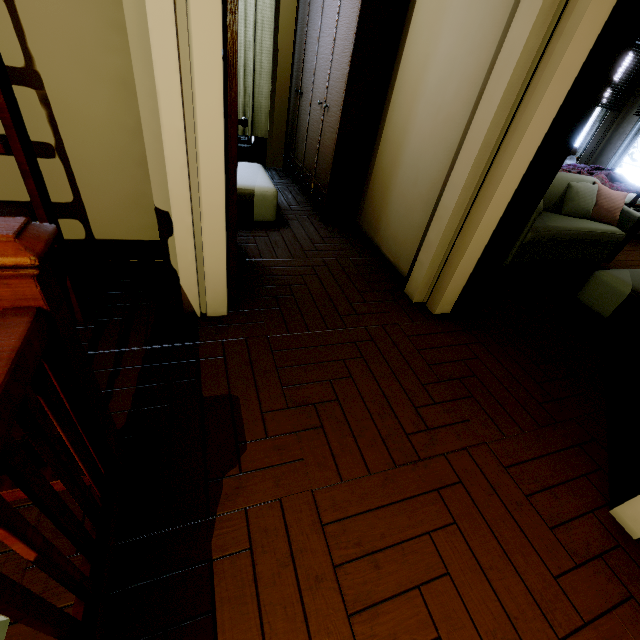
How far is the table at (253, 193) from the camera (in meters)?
3.13

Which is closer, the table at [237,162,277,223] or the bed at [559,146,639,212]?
the table at [237,162,277,223]

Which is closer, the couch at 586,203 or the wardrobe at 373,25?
the wardrobe at 373,25

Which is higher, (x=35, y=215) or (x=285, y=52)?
(x=285, y=52)

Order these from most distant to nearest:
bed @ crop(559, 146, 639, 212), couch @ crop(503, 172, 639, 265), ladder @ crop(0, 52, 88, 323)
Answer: bed @ crop(559, 146, 639, 212) → couch @ crop(503, 172, 639, 265) → ladder @ crop(0, 52, 88, 323)

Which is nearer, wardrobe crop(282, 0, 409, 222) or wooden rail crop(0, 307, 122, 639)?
wooden rail crop(0, 307, 122, 639)

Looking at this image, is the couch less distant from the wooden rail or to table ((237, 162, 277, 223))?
table ((237, 162, 277, 223))

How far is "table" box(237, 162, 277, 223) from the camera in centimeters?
313cm
